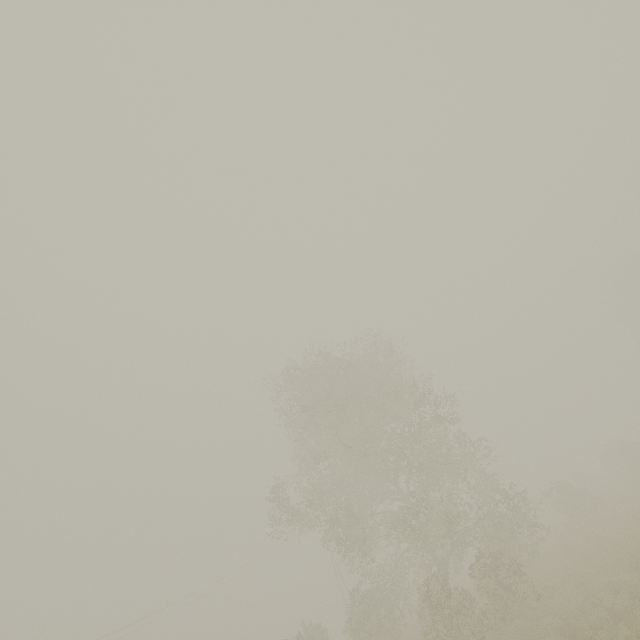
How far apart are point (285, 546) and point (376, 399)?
28.9 meters
